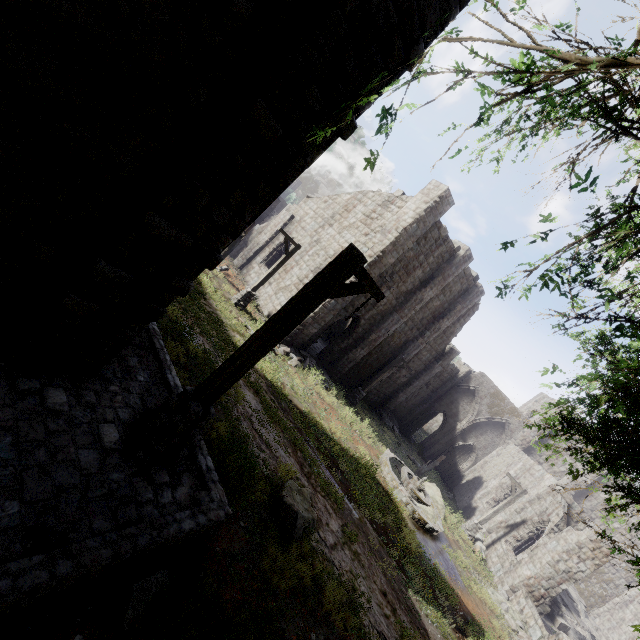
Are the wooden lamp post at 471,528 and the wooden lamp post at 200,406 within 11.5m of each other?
no

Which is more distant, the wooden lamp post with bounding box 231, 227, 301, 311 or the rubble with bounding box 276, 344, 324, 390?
the rubble with bounding box 276, 344, 324, 390

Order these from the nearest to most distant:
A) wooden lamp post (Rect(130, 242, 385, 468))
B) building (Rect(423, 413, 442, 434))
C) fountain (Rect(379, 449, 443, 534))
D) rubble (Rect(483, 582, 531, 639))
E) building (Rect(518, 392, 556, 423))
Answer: wooden lamp post (Rect(130, 242, 385, 468)) < rubble (Rect(483, 582, 531, 639)) < fountain (Rect(379, 449, 443, 534)) < building (Rect(518, 392, 556, 423)) < building (Rect(423, 413, 442, 434))

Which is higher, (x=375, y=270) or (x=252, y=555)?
(x=375, y=270)

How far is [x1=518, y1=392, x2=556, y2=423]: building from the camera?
30.4 meters

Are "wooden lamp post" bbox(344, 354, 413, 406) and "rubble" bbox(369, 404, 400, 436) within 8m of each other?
yes

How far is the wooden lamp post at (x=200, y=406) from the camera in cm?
489

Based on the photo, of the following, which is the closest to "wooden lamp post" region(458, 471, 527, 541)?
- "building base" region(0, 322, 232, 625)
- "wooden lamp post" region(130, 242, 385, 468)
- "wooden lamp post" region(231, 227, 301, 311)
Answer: "wooden lamp post" region(231, 227, 301, 311)
